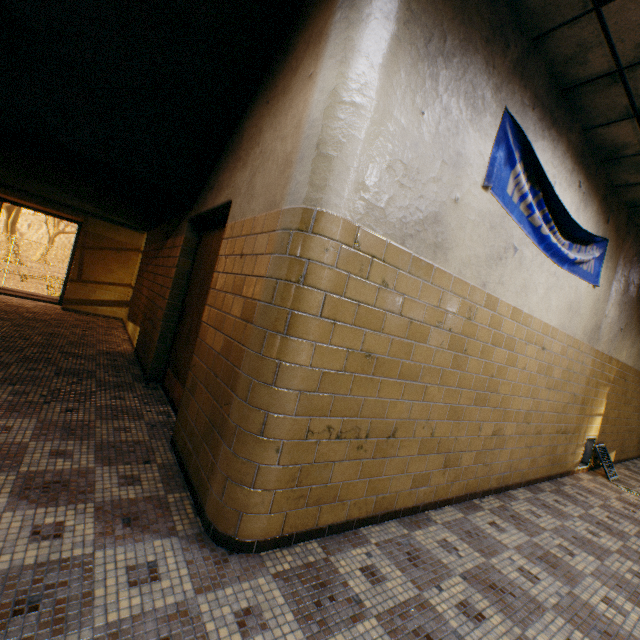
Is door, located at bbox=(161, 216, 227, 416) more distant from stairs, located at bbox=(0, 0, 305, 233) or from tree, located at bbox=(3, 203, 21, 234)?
tree, located at bbox=(3, 203, 21, 234)

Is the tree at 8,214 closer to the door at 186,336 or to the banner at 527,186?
the door at 186,336

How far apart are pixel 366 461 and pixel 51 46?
3.96m

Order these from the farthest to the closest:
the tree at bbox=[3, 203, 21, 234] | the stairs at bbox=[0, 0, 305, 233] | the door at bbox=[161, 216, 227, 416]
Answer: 1. the tree at bbox=[3, 203, 21, 234]
2. the door at bbox=[161, 216, 227, 416]
3. the stairs at bbox=[0, 0, 305, 233]

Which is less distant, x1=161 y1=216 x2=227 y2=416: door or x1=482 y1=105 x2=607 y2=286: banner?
x1=482 y1=105 x2=607 y2=286: banner

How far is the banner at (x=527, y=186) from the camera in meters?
2.6 m

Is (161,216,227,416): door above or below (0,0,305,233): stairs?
below

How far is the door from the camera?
3.4m
